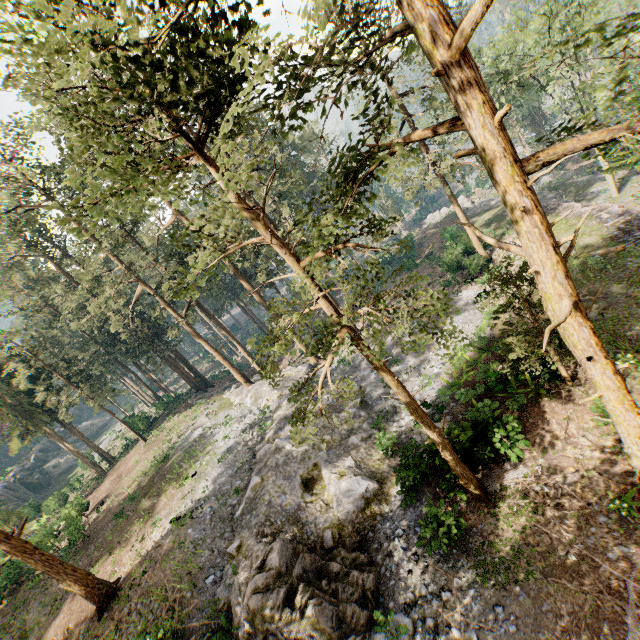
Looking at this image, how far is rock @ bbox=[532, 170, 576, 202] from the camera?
35.8 meters

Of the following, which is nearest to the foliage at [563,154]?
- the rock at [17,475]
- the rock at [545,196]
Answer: the rock at [545,196]

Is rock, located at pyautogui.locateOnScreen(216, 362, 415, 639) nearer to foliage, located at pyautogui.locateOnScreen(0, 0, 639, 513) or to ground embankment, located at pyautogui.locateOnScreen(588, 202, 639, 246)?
foliage, located at pyautogui.locateOnScreen(0, 0, 639, 513)

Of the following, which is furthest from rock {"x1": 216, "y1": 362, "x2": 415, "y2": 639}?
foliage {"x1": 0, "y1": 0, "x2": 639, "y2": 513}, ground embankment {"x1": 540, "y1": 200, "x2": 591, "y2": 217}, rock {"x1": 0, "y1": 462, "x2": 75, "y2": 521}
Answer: rock {"x1": 0, "y1": 462, "x2": 75, "y2": 521}

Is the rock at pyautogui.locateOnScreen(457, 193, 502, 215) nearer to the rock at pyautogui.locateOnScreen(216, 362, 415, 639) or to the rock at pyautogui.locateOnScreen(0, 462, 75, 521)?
the rock at pyautogui.locateOnScreen(216, 362, 415, 639)

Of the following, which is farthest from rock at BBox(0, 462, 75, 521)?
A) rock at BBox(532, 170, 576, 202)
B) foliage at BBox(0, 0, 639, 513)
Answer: rock at BBox(532, 170, 576, 202)

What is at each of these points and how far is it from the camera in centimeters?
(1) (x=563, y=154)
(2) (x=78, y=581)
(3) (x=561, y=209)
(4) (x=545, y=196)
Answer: (1) foliage, 657cm
(2) foliage, 1694cm
(3) ground embankment, 2875cm
(4) rock, 3734cm

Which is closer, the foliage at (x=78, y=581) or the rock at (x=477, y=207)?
the foliage at (x=78, y=581)
